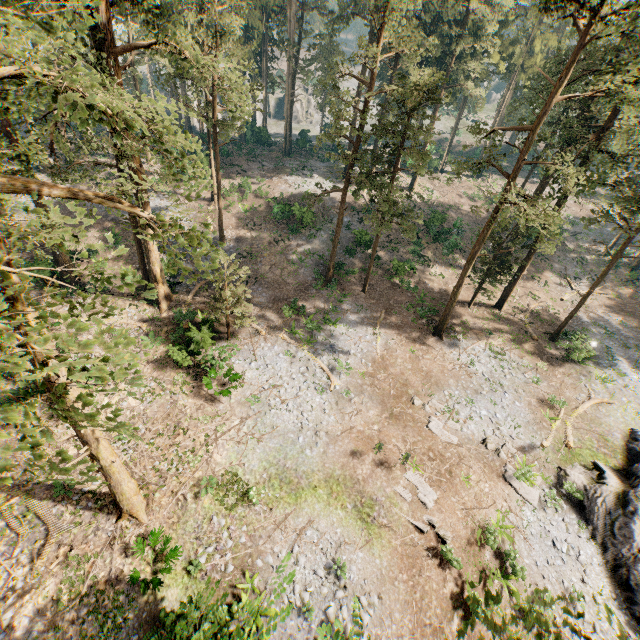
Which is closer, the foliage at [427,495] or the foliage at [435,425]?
the foliage at [427,495]

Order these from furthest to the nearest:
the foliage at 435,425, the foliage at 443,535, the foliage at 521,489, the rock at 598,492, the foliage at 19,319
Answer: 1. the foliage at 435,425
2. the foliage at 521,489
3. the rock at 598,492
4. the foliage at 443,535
5. the foliage at 19,319

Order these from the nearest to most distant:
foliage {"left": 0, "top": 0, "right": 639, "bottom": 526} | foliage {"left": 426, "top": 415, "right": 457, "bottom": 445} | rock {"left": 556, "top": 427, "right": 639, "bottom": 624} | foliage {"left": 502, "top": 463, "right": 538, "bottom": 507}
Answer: foliage {"left": 0, "top": 0, "right": 639, "bottom": 526} → rock {"left": 556, "top": 427, "right": 639, "bottom": 624} → foliage {"left": 502, "top": 463, "right": 538, "bottom": 507} → foliage {"left": 426, "top": 415, "right": 457, "bottom": 445}

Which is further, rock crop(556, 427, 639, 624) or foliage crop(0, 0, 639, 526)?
rock crop(556, 427, 639, 624)

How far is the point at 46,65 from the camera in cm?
584

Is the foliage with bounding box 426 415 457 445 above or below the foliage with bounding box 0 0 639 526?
below
